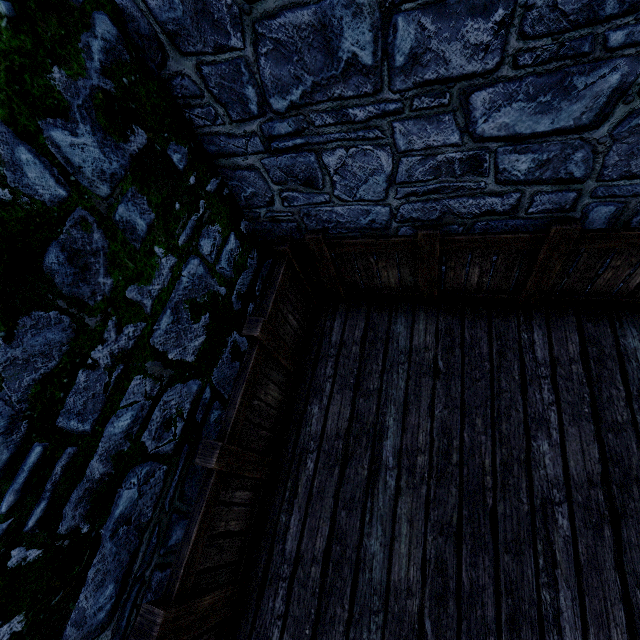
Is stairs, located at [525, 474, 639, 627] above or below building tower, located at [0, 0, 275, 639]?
below

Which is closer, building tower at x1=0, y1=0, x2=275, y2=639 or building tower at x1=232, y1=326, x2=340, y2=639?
building tower at x1=0, y1=0, x2=275, y2=639

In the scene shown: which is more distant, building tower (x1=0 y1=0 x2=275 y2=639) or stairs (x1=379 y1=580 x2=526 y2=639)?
stairs (x1=379 y1=580 x2=526 y2=639)

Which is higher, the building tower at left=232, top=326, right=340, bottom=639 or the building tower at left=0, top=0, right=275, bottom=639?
the building tower at left=0, top=0, right=275, bottom=639

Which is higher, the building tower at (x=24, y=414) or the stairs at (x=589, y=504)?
the building tower at (x=24, y=414)

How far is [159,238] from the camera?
2.1 meters

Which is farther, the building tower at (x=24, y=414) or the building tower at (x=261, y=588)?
the building tower at (x=261, y=588)
